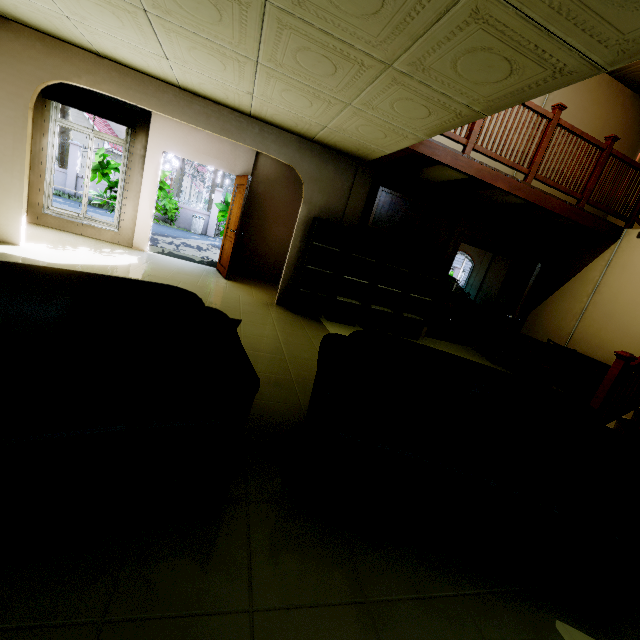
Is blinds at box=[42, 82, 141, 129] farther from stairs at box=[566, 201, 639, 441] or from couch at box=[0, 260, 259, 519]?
stairs at box=[566, 201, 639, 441]

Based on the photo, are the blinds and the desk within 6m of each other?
no

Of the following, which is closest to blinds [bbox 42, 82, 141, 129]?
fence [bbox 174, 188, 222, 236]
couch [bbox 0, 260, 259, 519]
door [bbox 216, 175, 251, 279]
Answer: door [bbox 216, 175, 251, 279]

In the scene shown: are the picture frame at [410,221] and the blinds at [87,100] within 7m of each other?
yes

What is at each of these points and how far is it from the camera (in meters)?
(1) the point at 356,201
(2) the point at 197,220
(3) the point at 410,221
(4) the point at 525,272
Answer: (1) wall pillar, 5.68
(2) trash can, 16.58
(3) picture frame, 5.99
(4) door, 6.38

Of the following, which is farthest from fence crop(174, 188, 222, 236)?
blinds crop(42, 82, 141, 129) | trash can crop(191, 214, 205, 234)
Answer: blinds crop(42, 82, 141, 129)

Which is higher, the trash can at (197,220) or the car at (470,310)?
the car at (470,310)

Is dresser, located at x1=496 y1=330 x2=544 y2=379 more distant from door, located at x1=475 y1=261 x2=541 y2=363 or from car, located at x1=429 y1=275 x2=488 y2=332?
car, located at x1=429 y1=275 x2=488 y2=332
